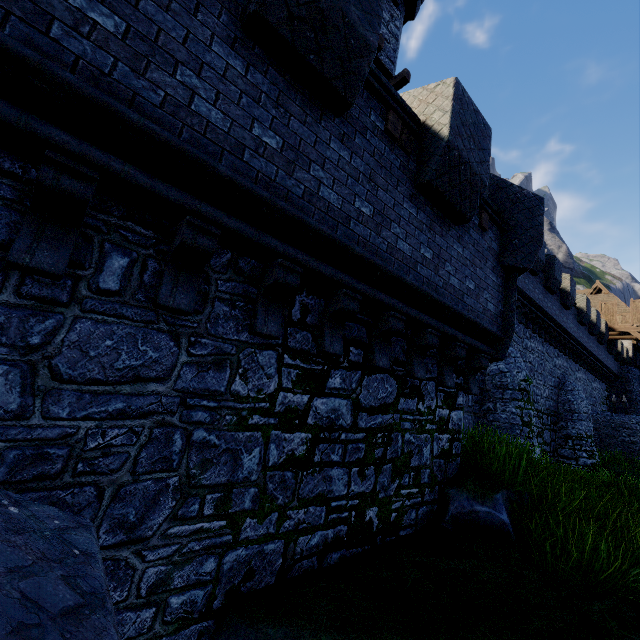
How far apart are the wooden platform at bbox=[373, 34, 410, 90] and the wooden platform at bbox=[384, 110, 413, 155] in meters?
6.3

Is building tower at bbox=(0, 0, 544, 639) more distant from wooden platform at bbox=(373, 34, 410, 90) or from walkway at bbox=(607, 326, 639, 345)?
walkway at bbox=(607, 326, 639, 345)

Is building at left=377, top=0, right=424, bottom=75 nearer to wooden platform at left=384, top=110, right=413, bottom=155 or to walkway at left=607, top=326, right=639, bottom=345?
wooden platform at left=384, top=110, right=413, bottom=155

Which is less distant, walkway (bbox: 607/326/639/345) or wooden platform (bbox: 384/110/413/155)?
wooden platform (bbox: 384/110/413/155)

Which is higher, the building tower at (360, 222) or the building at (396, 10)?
the building at (396, 10)

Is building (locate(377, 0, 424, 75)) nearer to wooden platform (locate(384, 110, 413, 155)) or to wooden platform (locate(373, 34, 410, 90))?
wooden platform (locate(373, 34, 410, 90))

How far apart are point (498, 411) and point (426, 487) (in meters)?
8.95

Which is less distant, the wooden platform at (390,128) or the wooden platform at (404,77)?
the wooden platform at (390,128)
